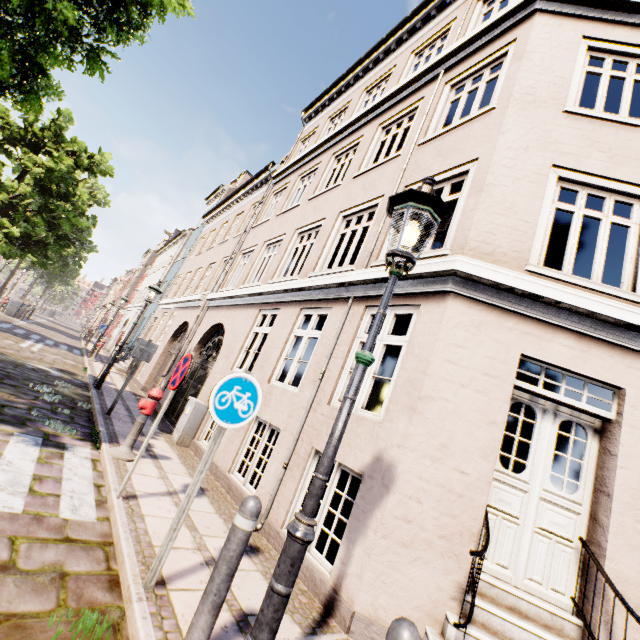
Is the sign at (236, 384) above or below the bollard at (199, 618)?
above

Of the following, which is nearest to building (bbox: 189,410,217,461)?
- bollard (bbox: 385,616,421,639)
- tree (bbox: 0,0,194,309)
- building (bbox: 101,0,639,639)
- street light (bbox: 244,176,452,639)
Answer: tree (bbox: 0,0,194,309)

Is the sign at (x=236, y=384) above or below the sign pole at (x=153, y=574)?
above

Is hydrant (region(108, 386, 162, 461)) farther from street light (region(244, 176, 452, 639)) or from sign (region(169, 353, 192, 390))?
street light (region(244, 176, 452, 639))

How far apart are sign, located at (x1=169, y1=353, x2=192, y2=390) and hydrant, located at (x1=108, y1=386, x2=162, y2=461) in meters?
1.4

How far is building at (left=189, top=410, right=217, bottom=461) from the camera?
7.2m

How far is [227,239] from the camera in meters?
15.1

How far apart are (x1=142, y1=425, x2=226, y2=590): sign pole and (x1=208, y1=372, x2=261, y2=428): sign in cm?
2
